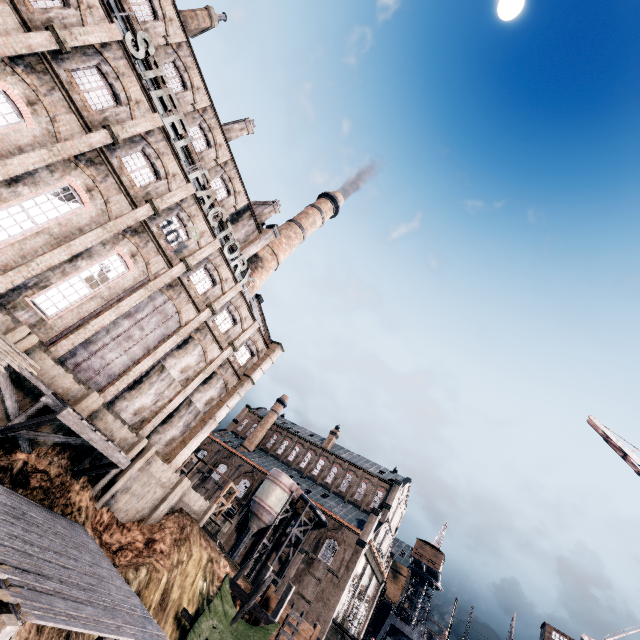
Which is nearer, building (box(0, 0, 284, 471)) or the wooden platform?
the wooden platform

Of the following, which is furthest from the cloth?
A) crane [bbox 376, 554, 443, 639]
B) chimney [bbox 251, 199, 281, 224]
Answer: crane [bbox 376, 554, 443, 639]

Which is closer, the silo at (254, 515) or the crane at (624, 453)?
the crane at (624, 453)

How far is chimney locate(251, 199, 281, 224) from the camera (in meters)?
39.47

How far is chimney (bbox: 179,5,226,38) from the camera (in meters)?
28.53

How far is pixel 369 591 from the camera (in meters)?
51.41

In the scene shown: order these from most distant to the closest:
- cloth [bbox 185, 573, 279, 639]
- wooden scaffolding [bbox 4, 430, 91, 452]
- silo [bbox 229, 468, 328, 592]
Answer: Answer: silo [bbox 229, 468, 328, 592] → cloth [bbox 185, 573, 279, 639] → wooden scaffolding [bbox 4, 430, 91, 452]

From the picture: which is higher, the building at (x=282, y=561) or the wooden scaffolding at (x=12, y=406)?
the building at (x=282, y=561)
